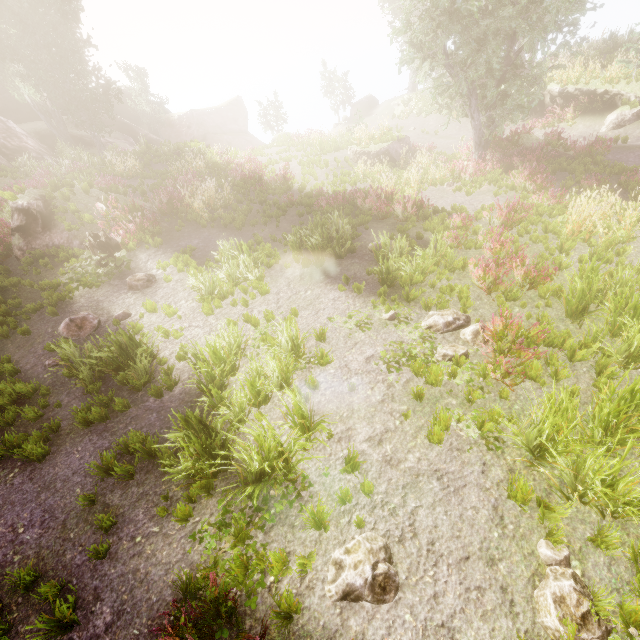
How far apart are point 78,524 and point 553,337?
8.28m

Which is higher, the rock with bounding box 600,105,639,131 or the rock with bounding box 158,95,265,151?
the rock with bounding box 158,95,265,151

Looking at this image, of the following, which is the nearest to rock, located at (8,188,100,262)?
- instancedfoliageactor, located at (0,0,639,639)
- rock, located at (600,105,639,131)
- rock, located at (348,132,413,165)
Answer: instancedfoliageactor, located at (0,0,639,639)

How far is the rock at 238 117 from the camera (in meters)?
38.78

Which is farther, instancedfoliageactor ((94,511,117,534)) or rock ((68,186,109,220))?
rock ((68,186,109,220))

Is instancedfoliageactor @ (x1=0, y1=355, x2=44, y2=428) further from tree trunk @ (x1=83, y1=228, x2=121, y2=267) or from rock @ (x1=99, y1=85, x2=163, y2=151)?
tree trunk @ (x1=83, y1=228, x2=121, y2=267)

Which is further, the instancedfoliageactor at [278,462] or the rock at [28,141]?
the rock at [28,141]
